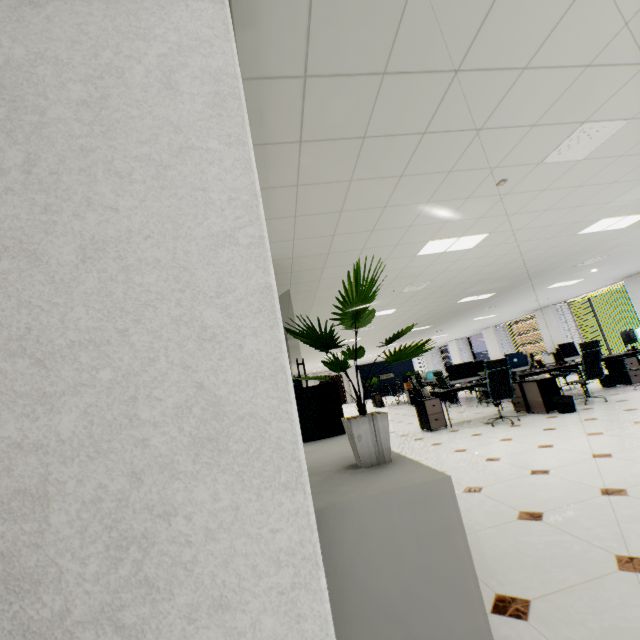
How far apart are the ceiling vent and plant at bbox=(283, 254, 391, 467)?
2.6m

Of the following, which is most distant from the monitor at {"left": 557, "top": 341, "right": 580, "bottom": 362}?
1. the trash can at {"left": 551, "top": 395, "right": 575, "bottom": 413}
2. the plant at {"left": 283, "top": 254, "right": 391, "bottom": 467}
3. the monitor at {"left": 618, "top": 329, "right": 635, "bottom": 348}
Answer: the plant at {"left": 283, "top": 254, "right": 391, "bottom": 467}

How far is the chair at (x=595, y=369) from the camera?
6.2 meters

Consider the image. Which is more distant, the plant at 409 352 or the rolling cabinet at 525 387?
the rolling cabinet at 525 387

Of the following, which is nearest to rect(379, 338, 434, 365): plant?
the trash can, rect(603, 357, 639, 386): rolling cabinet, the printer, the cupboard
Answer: the cupboard

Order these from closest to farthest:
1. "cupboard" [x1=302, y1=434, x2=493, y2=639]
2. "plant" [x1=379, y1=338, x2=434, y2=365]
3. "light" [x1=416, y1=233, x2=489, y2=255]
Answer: "cupboard" [x1=302, y1=434, x2=493, y2=639], "plant" [x1=379, y1=338, x2=434, y2=365], "light" [x1=416, y1=233, x2=489, y2=255]

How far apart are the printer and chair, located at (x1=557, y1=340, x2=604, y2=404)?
5.73m

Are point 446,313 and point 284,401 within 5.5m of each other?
no
